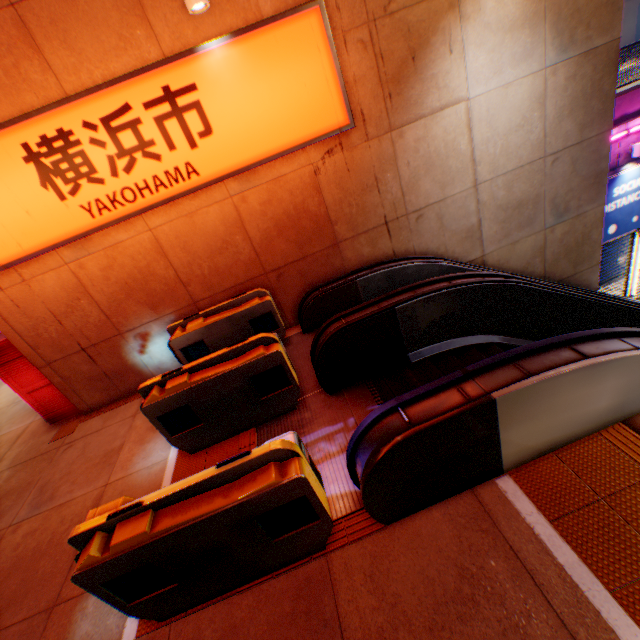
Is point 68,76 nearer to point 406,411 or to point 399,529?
point 406,411

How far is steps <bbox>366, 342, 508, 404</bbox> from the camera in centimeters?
431cm

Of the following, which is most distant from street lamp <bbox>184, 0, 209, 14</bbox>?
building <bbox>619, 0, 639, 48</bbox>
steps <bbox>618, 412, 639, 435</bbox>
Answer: building <bbox>619, 0, 639, 48</bbox>

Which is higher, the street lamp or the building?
the street lamp

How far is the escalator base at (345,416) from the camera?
3.4 meters

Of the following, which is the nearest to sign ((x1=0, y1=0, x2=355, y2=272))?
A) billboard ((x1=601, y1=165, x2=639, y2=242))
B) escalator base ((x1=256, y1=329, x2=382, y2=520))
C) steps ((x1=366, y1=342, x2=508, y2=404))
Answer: escalator base ((x1=256, y1=329, x2=382, y2=520))

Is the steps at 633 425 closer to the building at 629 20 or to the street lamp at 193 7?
the street lamp at 193 7

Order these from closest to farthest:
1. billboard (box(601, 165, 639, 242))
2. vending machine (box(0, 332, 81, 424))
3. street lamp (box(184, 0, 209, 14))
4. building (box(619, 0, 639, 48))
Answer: street lamp (box(184, 0, 209, 14))
vending machine (box(0, 332, 81, 424))
billboard (box(601, 165, 639, 242))
building (box(619, 0, 639, 48))
